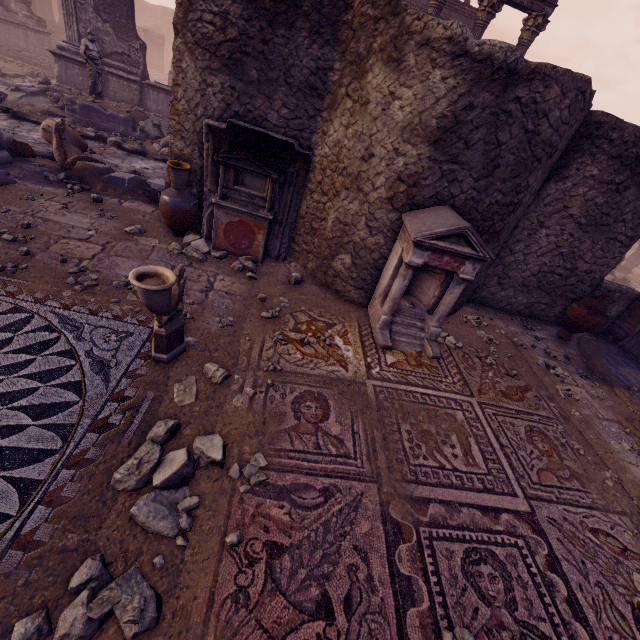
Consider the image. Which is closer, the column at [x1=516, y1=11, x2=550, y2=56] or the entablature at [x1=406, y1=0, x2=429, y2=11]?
the column at [x1=516, y1=11, x2=550, y2=56]

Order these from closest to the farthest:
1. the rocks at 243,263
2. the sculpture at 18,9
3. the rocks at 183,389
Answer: the rocks at 183,389
the rocks at 243,263
the sculpture at 18,9

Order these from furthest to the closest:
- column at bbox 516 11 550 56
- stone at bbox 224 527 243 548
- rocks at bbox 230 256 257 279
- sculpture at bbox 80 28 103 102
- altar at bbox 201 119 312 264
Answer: column at bbox 516 11 550 56 < sculpture at bbox 80 28 103 102 < rocks at bbox 230 256 257 279 < altar at bbox 201 119 312 264 < stone at bbox 224 527 243 548

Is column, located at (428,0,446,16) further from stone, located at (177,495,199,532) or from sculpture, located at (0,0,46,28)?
sculpture, located at (0,0,46,28)

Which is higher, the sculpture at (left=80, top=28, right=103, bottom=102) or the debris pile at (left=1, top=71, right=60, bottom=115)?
the sculpture at (left=80, top=28, right=103, bottom=102)

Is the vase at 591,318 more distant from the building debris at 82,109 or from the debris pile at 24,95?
the debris pile at 24,95

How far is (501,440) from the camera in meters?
4.1 m

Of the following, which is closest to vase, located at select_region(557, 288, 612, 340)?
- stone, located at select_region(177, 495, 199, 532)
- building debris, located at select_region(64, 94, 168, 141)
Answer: stone, located at select_region(177, 495, 199, 532)
